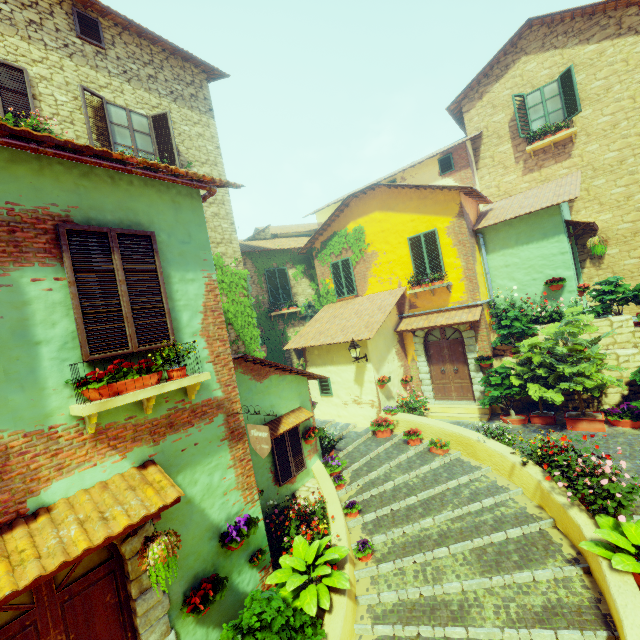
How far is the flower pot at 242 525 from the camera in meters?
4.7 m

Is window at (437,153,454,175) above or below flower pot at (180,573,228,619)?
above

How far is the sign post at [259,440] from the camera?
4.68m

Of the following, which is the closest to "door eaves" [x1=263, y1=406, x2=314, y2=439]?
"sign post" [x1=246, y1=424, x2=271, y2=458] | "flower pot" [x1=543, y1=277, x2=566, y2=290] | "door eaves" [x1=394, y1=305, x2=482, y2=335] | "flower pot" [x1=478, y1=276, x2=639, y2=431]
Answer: "sign post" [x1=246, y1=424, x2=271, y2=458]

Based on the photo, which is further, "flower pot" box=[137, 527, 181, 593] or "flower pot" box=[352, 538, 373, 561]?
"flower pot" box=[352, 538, 373, 561]

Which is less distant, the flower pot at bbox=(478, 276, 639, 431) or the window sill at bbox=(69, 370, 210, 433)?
the window sill at bbox=(69, 370, 210, 433)

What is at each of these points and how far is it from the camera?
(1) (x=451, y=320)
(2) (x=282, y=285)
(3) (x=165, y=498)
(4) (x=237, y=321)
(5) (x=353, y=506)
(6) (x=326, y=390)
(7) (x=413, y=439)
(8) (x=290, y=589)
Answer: (1) door eaves, 10.91m
(2) window, 15.16m
(3) door eaves, 3.70m
(4) vines, 9.87m
(5) flower pot, 7.01m
(6) window, 11.93m
(7) flower pot, 9.32m
(8) flower pot, 4.66m

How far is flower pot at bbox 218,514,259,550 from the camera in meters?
4.7
